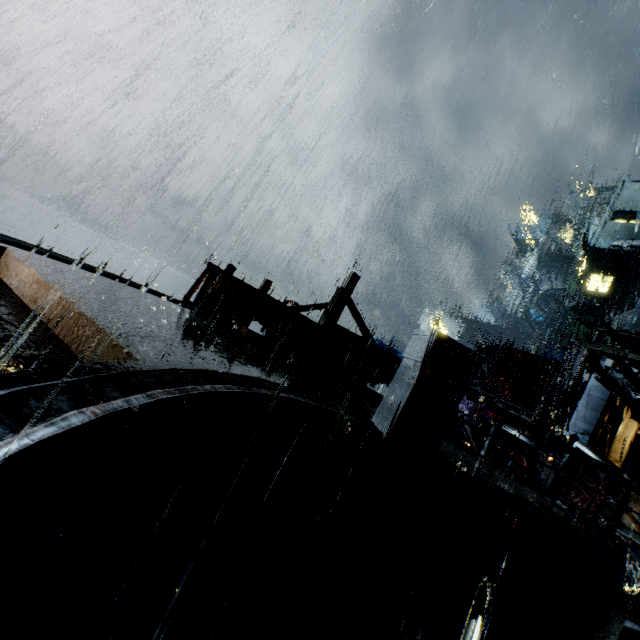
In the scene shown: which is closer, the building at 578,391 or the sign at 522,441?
the sign at 522,441

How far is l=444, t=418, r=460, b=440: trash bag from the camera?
9.6 meters

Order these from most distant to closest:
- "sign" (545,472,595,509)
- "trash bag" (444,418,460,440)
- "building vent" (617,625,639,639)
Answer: "trash bag" (444,418,460,440), "sign" (545,472,595,509), "building vent" (617,625,639,639)

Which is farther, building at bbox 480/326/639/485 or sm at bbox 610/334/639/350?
sm at bbox 610/334/639/350

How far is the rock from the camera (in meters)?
54.42

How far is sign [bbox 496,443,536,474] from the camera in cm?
772

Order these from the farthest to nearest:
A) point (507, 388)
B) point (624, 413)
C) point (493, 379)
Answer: point (493, 379), point (507, 388), point (624, 413)

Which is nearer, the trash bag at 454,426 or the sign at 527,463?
the sign at 527,463
